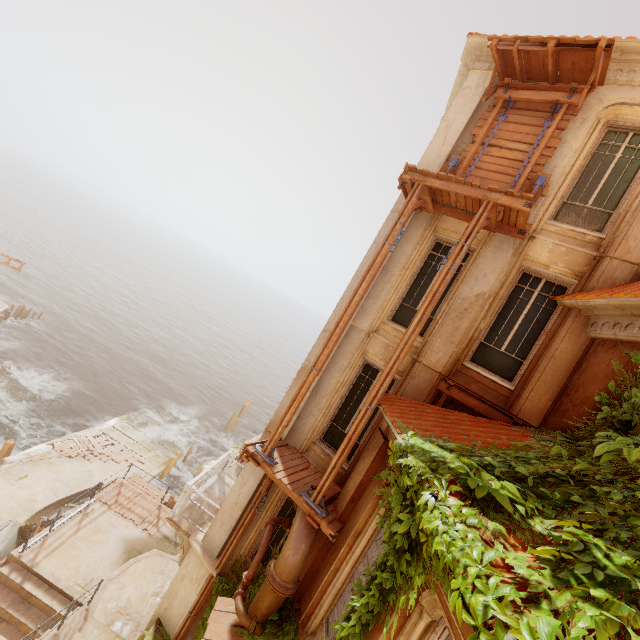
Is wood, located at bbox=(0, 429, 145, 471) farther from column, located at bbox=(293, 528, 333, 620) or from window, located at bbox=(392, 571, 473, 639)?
window, located at bbox=(392, 571, 473, 639)

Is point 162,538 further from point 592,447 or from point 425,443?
point 592,447

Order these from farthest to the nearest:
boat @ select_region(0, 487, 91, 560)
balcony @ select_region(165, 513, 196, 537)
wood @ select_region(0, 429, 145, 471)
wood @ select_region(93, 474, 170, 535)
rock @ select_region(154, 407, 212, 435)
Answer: rock @ select_region(154, 407, 212, 435) < wood @ select_region(0, 429, 145, 471) < wood @ select_region(93, 474, 170, 535) < boat @ select_region(0, 487, 91, 560) < balcony @ select_region(165, 513, 196, 537)

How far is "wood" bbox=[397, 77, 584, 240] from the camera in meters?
6.8 m

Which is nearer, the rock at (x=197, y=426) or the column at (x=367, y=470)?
the column at (x=367, y=470)

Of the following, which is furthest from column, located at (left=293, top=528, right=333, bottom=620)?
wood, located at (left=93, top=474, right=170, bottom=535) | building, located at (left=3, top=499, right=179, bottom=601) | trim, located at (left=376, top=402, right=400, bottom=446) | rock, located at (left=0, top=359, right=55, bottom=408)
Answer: rock, located at (left=0, top=359, right=55, bottom=408)

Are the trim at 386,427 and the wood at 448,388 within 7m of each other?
yes

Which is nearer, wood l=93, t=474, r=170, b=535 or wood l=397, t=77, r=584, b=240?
wood l=397, t=77, r=584, b=240
